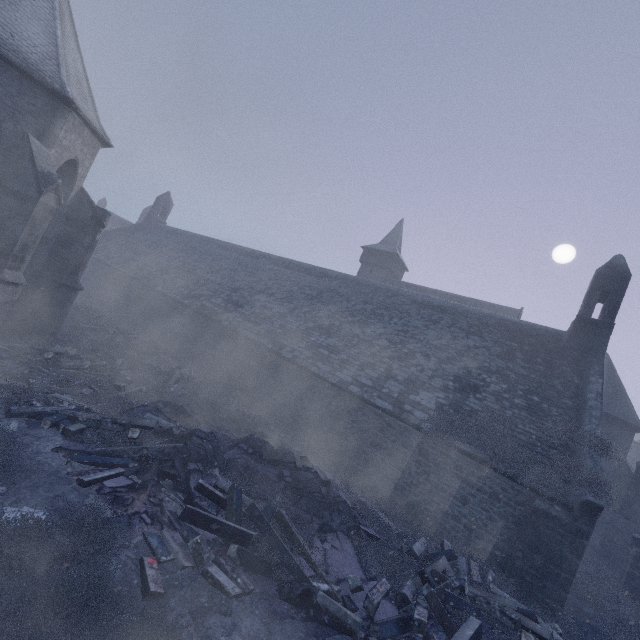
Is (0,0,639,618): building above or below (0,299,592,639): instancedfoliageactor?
above

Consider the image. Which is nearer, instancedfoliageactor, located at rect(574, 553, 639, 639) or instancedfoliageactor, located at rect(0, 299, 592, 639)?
instancedfoliageactor, located at rect(0, 299, 592, 639)

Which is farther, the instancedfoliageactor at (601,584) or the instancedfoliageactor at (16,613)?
the instancedfoliageactor at (601,584)

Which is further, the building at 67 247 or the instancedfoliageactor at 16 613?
the building at 67 247

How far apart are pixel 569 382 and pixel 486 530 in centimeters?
662cm

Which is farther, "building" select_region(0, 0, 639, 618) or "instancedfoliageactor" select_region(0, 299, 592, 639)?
"building" select_region(0, 0, 639, 618)
